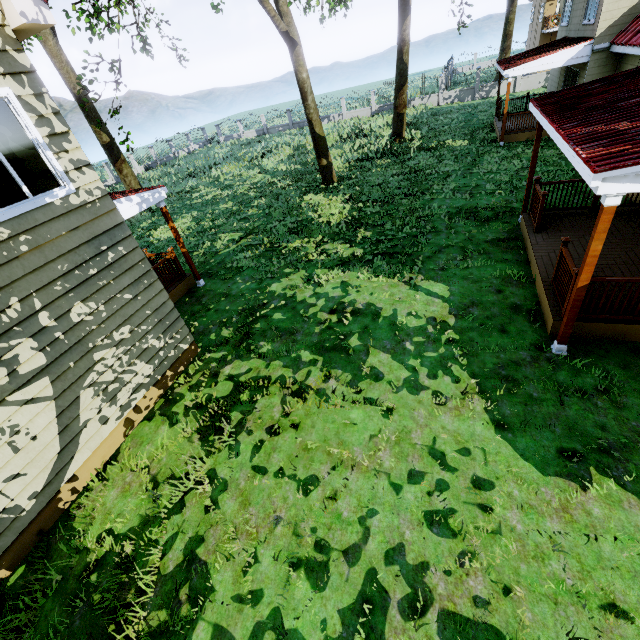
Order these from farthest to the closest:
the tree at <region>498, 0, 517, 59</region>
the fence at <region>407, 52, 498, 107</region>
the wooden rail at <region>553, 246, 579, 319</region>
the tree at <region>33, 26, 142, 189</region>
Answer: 1. the tree at <region>498, 0, 517, 59</region>
2. the fence at <region>407, 52, 498, 107</region>
3. the tree at <region>33, 26, 142, 189</region>
4. the wooden rail at <region>553, 246, 579, 319</region>

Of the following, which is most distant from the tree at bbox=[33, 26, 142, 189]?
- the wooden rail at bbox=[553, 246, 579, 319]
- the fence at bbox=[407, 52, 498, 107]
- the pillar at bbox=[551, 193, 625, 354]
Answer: the wooden rail at bbox=[553, 246, 579, 319]

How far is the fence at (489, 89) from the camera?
29.12m

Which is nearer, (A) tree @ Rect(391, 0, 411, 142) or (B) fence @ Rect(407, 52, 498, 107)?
(A) tree @ Rect(391, 0, 411, 142)

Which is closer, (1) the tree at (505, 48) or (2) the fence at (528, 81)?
(2) the fence at (528, 81)

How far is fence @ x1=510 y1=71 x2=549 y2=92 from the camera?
27.56m

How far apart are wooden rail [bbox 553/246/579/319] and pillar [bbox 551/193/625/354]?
0.3 meters

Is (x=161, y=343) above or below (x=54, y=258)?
below
